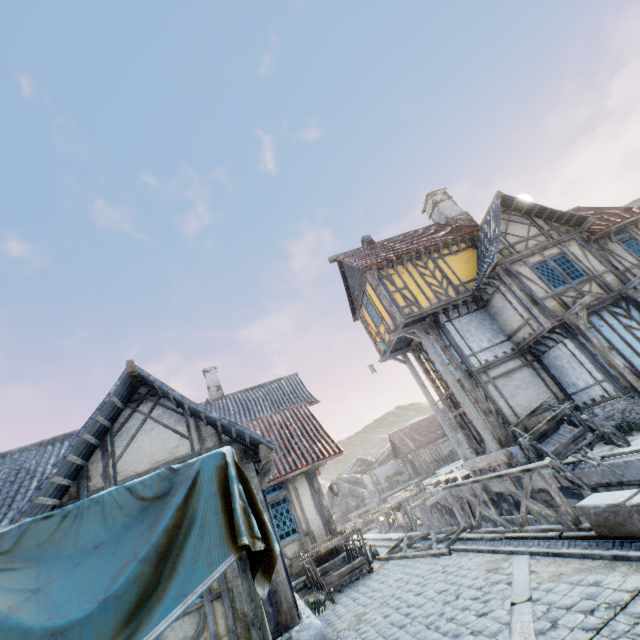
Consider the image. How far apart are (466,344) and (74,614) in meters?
13.9

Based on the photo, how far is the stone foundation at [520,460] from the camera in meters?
11.3

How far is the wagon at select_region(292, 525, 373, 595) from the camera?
8.47m

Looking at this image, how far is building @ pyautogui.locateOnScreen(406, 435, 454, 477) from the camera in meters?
38.2

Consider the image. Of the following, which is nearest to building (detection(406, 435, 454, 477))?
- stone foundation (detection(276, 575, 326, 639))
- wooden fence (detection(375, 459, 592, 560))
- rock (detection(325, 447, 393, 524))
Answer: rock (detection(325, 447, 393, 524))

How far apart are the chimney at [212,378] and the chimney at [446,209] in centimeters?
1687cm

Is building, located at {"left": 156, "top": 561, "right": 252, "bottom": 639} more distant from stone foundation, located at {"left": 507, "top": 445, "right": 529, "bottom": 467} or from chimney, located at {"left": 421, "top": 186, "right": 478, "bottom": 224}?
chimney, located at {"left": 421, "top": 186, "right": 478, "bottom": 224}

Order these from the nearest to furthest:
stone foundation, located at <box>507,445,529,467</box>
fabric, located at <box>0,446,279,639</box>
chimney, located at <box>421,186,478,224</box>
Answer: fabric, located at <box>0,446,279,639</box>, stone foundation, located at <box>507,445,529,467</box>, chimney, located at <box>421,186,478,224</box>
